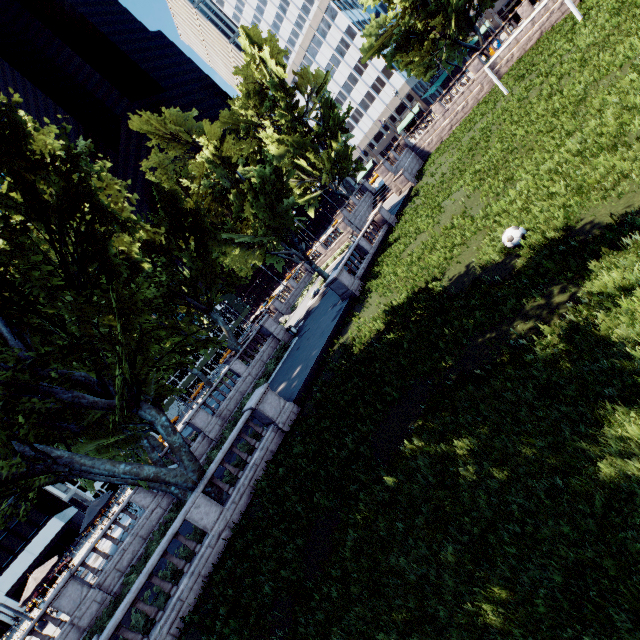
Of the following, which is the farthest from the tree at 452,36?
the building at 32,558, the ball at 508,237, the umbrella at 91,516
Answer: the building at 32,558

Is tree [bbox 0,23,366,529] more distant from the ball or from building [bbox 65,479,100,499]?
building [bbox 65,479,100,499]

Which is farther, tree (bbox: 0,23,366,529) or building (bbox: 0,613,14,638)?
building (bbox: 0,613,14,638)

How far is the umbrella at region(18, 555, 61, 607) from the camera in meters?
20.5

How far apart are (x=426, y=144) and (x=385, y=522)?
44.2m

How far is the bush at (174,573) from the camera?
12.1m

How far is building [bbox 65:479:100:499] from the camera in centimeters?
5791cm

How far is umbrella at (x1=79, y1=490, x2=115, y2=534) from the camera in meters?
20.9 m
